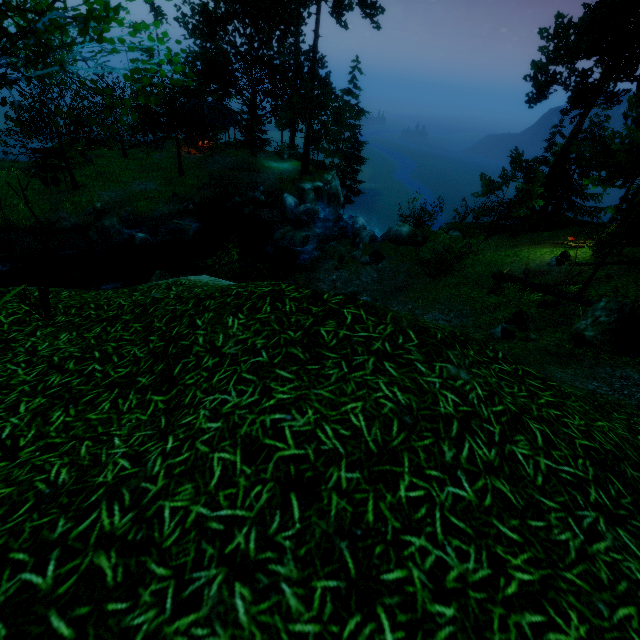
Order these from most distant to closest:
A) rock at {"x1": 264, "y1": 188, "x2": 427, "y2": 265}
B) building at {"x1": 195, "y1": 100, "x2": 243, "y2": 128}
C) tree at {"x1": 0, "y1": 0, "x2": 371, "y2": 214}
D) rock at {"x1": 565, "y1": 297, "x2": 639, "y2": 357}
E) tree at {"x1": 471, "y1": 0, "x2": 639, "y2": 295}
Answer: building at {"x1": 195, "y1": 100, "x2": 243, "y2": 128} → rock at {"x1": 264, "y1": 188, "x2": 427, "y2": 265} → tree at {"x1": 471, "y1": 0, "x2": 639, "y2": 295} → rock at {"x1": 565, "y1": 297, "x2": 639, "y2": 357} → tree at {"x1": 0, "y1": 0, "x2": 371, "y2": 214}

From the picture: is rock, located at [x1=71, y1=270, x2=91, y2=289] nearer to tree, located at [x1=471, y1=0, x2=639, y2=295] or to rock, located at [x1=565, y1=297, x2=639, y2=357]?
tree, located at [x1=471, y1=0, x2=639, y2=295]

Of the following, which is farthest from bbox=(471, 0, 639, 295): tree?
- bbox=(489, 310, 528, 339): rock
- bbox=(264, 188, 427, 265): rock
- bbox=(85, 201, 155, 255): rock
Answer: bbox=(264, 188, 427, 265): rock

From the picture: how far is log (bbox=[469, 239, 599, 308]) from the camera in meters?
12.0 m

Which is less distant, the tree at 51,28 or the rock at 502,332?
the tree at 51,28

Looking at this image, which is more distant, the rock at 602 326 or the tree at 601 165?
the tree at 601 165

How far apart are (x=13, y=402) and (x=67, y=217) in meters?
23.2 m

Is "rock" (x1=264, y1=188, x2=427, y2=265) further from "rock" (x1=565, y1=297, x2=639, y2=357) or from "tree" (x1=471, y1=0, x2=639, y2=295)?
"rock" (x1=565, y1=297, x2=639, y2=357)
